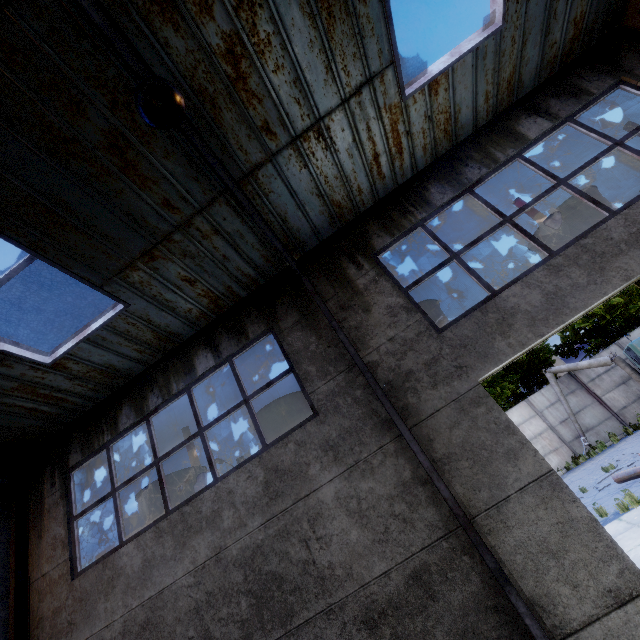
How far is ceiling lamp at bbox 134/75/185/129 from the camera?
2.9m

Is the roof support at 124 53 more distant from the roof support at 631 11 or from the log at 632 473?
A: the log at 632 473

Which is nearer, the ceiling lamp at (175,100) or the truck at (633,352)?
the ceiling lamp at (175,100)

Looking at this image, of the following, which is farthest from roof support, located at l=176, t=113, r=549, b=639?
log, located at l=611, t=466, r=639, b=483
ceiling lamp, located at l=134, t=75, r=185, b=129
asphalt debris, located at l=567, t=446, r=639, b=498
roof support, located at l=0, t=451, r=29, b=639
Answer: asphalt debris, located at l=567, t=446, r=639, b=498

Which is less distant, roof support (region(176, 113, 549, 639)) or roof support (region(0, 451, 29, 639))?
roof support (region(176, 113, 549, 639))

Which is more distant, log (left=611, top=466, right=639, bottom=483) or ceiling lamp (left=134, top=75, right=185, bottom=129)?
log (left=611, top=466, right=639, bottom=483)

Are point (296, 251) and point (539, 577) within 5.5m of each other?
no
